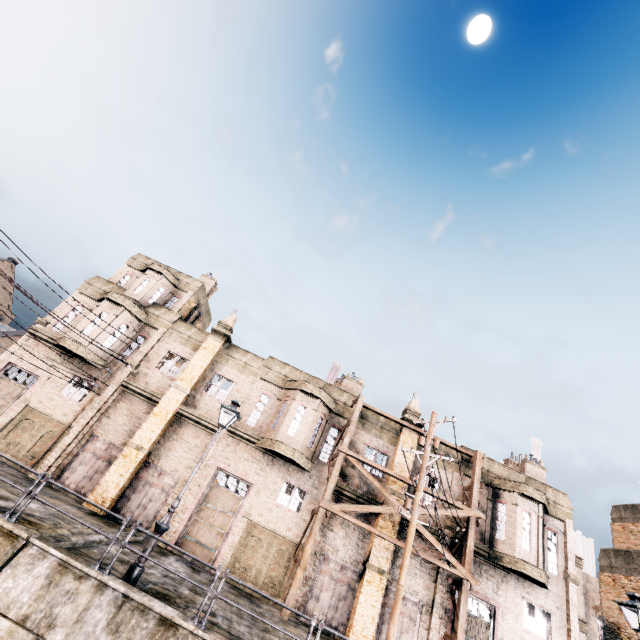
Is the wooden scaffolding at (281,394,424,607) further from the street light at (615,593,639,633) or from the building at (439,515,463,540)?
the street light at (615,593,639,633)

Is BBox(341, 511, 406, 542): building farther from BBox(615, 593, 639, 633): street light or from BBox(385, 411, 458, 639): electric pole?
BBox(615, 593, 639, 633): street light

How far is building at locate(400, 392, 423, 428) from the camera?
22.5m

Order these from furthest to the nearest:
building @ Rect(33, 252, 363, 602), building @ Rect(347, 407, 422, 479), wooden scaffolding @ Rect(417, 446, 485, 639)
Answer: building @ Rect(347, 407, 422, 479) → building @ Rect(33, 252, 363, 602) → wooden scaffolding @ Rect(417, 446, 485, 639)

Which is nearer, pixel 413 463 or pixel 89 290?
pixel 413 463

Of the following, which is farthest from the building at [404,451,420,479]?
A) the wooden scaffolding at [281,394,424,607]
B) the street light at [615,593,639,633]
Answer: the street light at [615,593,639,633]

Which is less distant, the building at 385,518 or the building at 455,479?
the building at 385,518

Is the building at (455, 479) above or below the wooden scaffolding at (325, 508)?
above
